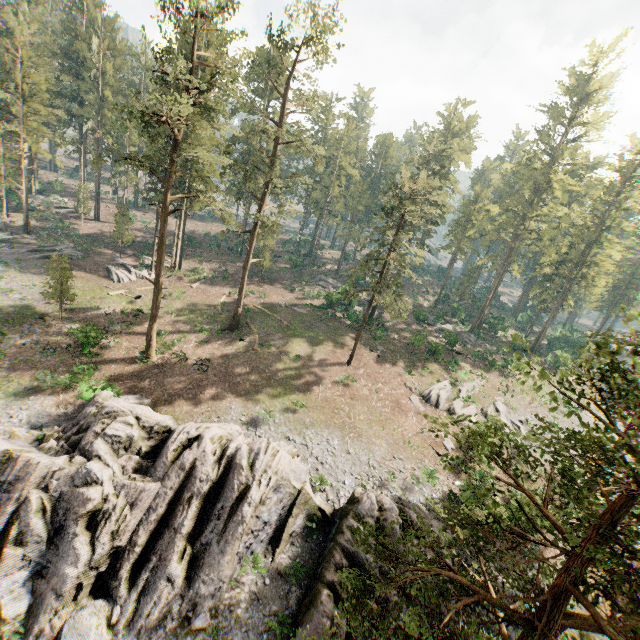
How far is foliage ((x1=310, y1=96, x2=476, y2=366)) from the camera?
29.2m

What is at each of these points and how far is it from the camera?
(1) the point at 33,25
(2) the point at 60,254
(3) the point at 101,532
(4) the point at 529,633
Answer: (1) foliage, 36.9 meters
(2) foliage, 40.8 meters
(3) rock, 16.1 meters
(4) foliage, 5.5 meters

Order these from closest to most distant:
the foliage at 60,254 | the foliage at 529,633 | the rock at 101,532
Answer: the foliage at 529,633, the rock at 101,532, the foliage at 60,254

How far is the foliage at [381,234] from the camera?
29.22m

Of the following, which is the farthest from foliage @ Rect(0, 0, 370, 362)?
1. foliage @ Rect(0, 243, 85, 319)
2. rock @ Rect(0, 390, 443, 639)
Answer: rock @ Rect(0, 390, 443, 639)

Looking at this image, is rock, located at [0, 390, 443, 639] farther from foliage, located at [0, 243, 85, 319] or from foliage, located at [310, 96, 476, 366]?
foliage, located at [0, 243, 85, 319]
